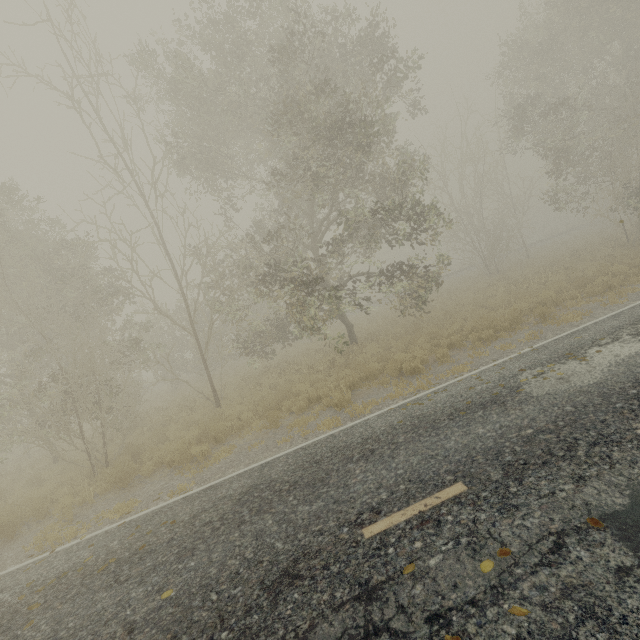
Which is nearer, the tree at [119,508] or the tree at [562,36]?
the tree at [119,508]

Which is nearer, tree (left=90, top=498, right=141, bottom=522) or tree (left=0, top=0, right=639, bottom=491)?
tree (left=90, top=498, right=141, bottom=522)

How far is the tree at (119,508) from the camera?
7.5m

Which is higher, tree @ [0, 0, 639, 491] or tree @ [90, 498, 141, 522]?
tree @ [0, 0, 639, 491]

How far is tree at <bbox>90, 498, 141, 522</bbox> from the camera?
7.5m

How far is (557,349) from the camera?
7.8 meters
